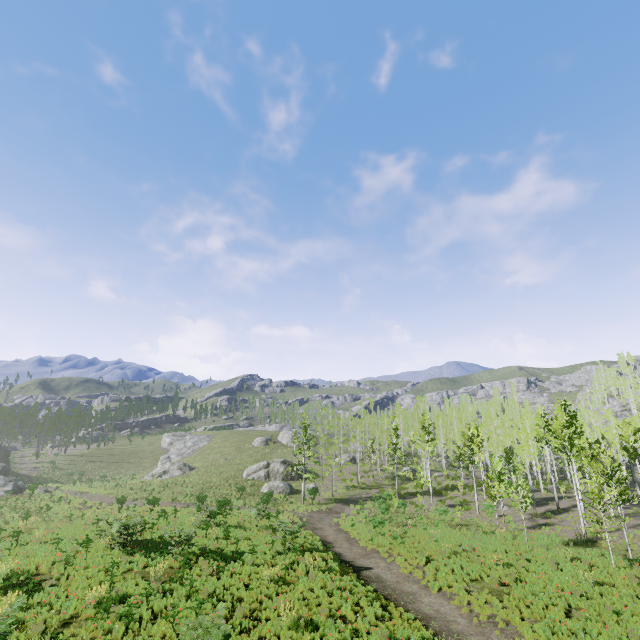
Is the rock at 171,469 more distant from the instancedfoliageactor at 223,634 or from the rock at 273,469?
the instancedfoliageactor at 223,634

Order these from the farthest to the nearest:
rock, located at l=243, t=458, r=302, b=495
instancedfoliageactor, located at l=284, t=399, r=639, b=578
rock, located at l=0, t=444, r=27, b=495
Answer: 1. rock, located at l=243, t=458, r=302, b=495
2. rock, located at l=0, t=444, r=27, b=495
3. instancedfoliageactor, located at l=284, t=399, r=639, b=578

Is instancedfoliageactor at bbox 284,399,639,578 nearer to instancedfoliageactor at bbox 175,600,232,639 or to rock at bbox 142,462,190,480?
instancedfoliageactor at bbox 175,600,232,639

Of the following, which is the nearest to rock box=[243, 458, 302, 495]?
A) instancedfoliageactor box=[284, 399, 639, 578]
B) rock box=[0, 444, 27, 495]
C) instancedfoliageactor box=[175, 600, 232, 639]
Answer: instancedfoliageactor box=[284, 399, 639, 578]

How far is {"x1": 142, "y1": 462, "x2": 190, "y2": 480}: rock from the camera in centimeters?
5206cm

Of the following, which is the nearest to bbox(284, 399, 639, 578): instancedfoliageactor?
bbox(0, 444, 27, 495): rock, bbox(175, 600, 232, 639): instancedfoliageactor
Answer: bbox(175, 600, 232, 639): instancedfoliageactor

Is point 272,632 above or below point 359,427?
below

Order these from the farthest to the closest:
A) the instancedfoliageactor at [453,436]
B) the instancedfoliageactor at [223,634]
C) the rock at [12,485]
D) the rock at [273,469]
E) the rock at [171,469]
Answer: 1. the rock at [171,469]
2. the rock at [273,469]
3. the rock at [12,485]
4. the instancedfoliageactor at [453,436]
5. the instancedfoliageactor at [223,634]
